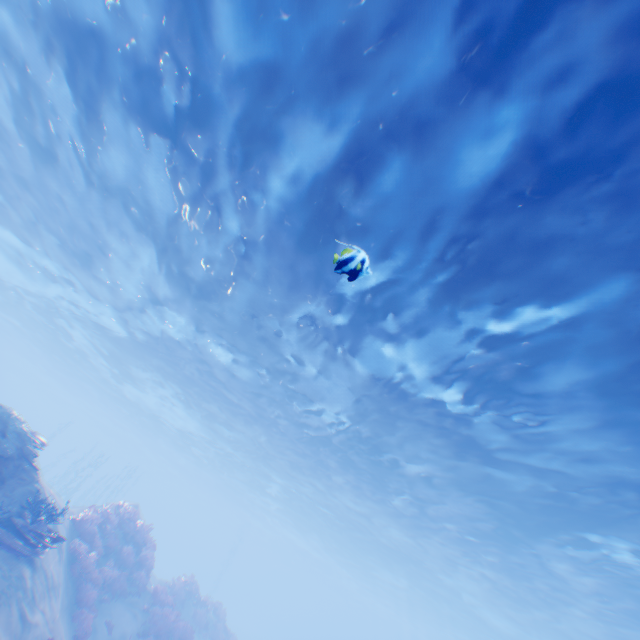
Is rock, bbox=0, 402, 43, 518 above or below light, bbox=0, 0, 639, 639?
below

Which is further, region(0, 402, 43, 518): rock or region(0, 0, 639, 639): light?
region(0, 402, 43, 518): rock

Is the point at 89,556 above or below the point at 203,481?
below

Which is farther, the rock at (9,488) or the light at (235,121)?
the rock at (9,488)

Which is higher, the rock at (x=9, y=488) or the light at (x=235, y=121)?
the light at (x=235, y=121)
